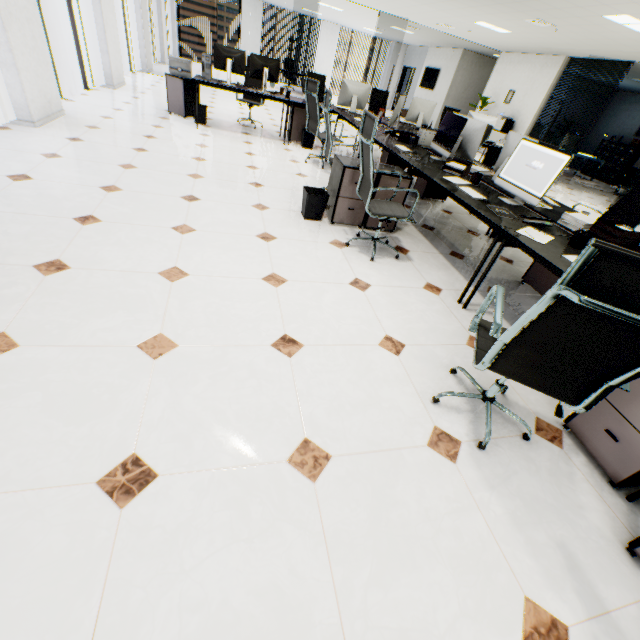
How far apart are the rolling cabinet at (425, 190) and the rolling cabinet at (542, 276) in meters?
2.4

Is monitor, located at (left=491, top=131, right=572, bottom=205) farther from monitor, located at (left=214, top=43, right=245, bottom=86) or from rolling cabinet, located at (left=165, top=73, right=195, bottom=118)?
rolling cabinet, located at (left=165, top=73, right=195, bottom=118)

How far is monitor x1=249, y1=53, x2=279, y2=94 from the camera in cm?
557

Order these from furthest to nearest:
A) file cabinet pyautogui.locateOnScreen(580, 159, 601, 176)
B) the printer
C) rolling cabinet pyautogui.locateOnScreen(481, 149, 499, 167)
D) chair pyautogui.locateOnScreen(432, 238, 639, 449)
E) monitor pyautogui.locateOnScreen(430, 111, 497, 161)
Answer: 1. file cabinet pyautogui.locateOnScreen(580, 159, 601, 176)
2. the printer
3. rolling cabinet pyautogui.locateOnScreen(481, 149, 499, 167)
4. monitor pyautogui.locateOnScreen(430, 111, 497, 161)
5. chair pyautogui.locateOnScreen(432, 238, 639, 449)

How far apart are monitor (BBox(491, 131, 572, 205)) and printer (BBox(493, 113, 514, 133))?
10.24m

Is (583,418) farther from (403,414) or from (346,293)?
(346,293)

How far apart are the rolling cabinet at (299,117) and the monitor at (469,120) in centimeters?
304cm

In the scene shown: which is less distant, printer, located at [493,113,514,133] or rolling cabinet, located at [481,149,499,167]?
rolling cabinet, located at [481,149,499,167]
